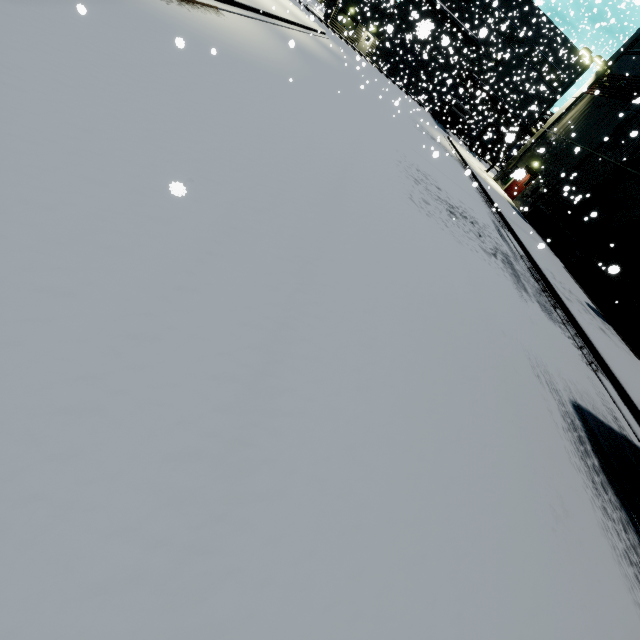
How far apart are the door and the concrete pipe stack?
14.7m

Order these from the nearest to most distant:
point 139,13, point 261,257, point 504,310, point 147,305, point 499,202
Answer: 1. point 147,305
2. point 261,257
3. point 139,13
4. point 504,310
5. point 499,202

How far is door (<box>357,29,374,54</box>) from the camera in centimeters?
4303cm

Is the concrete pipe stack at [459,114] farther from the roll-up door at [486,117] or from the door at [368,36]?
the door at [368,36]

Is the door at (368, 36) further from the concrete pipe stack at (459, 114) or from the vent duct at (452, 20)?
the concrete pipe stack at (459, 114)

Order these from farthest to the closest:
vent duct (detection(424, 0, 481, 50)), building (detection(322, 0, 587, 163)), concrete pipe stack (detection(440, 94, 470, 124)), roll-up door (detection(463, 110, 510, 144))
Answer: vent duct (detection(424, 0, 481, 50)) < concrete pipe stack (detection(440, 94, 470, 124)) < roll-up door (detection(463, 110, 510, 144)) < building (detection(322, 0, 587, 163))

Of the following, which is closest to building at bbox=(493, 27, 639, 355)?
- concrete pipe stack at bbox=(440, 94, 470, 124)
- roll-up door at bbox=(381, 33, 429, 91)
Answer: roll-up door at bbox=(381, 33, 429, 91)

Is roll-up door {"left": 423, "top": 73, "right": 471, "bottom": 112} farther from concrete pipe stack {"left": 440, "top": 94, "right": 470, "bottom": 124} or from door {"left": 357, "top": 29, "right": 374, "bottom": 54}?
concrete pipe stack {"left": 440, "top": 94, "right": 470, "bottom": 124}
